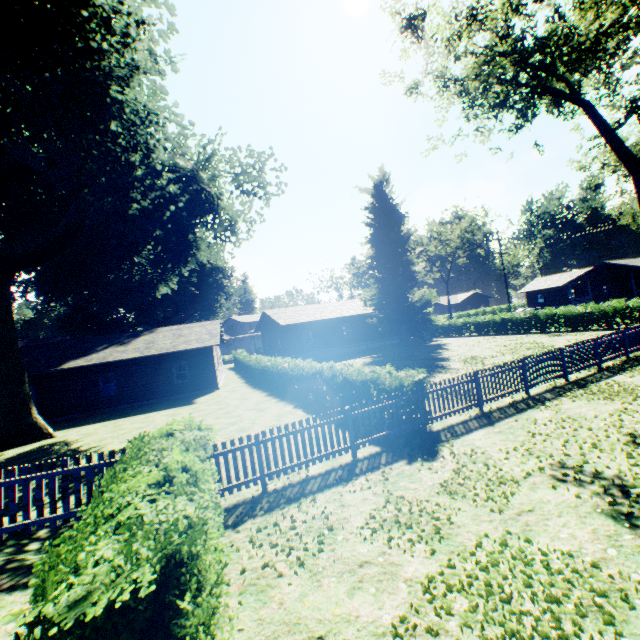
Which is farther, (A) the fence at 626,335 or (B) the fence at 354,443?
(A) the fence at 626,335

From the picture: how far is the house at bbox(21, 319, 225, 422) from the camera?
22.5m

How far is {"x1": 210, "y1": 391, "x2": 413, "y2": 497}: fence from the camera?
7.46m

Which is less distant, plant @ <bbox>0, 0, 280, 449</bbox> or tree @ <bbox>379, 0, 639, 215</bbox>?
plant @ <bbox>0, 0, 280, 449</bbox>

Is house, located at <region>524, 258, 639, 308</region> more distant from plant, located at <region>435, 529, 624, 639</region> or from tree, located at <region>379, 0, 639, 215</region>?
tree, located at <region>379, 0, 639, 215</region>

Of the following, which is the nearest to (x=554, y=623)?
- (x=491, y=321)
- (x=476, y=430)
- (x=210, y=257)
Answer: (x=476, y=430)

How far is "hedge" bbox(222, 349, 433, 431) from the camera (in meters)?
9.77

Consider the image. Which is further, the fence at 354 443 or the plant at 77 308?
the plant at 77 308
